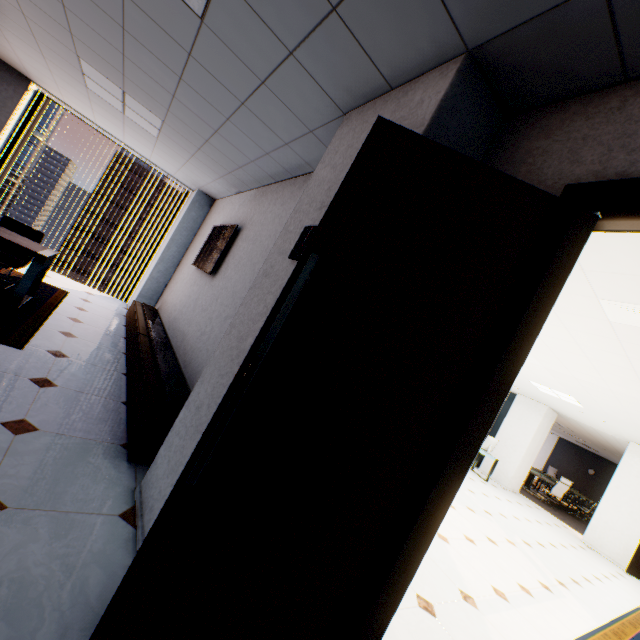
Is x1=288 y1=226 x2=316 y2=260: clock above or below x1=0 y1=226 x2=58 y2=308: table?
above

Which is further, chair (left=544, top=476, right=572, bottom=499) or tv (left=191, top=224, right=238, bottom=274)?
chair (left=544, top=476, right=572, bottom=499)

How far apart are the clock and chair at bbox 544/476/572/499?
14.2m

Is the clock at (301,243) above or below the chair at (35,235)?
above

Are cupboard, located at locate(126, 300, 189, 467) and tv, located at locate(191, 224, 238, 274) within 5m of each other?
yes

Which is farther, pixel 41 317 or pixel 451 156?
pixel 41 317

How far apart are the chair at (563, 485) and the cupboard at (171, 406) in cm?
1379

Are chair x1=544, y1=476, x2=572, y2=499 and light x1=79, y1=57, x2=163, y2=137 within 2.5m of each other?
no
